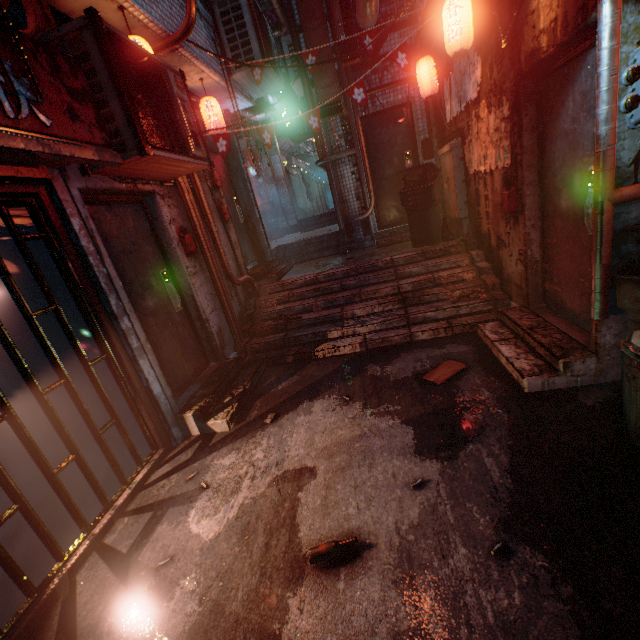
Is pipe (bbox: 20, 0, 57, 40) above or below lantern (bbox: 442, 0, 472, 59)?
above

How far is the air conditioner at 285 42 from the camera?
7.30m

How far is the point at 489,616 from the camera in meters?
1.3 m

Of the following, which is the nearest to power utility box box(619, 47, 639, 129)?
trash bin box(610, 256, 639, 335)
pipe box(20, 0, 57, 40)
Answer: trash bin box(610, 256, 639, 335)

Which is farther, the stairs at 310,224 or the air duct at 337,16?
the stairs at 310,224

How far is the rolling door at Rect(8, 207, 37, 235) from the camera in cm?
217

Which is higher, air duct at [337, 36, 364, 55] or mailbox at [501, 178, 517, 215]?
air duct at [337, 36, 364, 55]

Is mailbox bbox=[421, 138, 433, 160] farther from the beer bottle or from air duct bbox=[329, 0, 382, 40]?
the beer bottle
